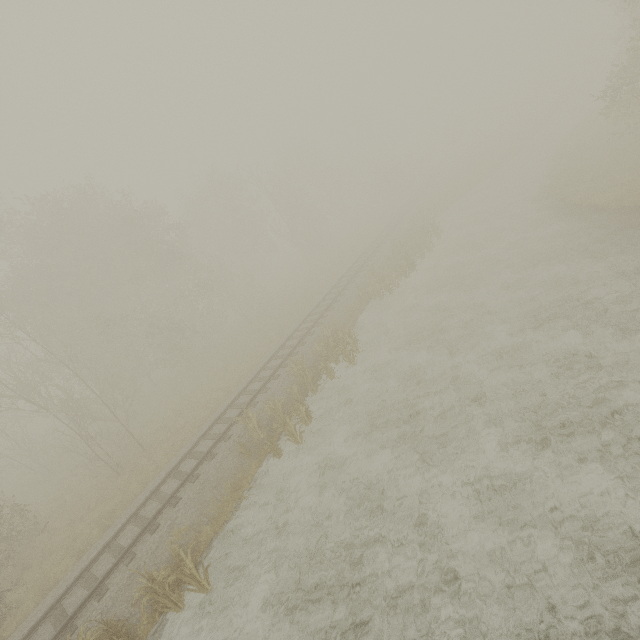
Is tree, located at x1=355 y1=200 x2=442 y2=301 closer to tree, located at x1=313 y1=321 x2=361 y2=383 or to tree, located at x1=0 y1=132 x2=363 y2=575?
tree, located at x1=313 y1=321 x2=361 y2=383

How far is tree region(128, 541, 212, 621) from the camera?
8.3 meters

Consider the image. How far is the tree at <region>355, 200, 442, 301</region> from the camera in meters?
20.9 m

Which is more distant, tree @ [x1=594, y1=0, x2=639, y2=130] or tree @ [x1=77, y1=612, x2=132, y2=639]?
tree @ [x1=594, y1=0, x2=639, y2=130]

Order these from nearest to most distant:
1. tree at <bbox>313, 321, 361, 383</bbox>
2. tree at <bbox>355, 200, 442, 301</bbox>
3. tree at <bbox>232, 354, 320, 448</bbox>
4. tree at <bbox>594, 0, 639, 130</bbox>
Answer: tree at <bbox>232, 354, 320, 448</bbox> → tree at <bbox>313, 321, 361, 383</bbox> → tree at <bbox>594, 0, 639, 130</bbox> → tree at <bbox>355, 200, 442, 301</bbox>

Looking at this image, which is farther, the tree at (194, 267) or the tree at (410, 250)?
the tree at (410, 250)

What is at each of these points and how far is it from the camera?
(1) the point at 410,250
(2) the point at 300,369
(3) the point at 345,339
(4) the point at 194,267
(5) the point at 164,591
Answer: (1) tree, 24.4m
(2) tree, 15.3m
(3) tree, 17.0m
(4) tree, 31.9m
(5) tree, 8.7m

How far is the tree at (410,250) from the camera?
20.9m
